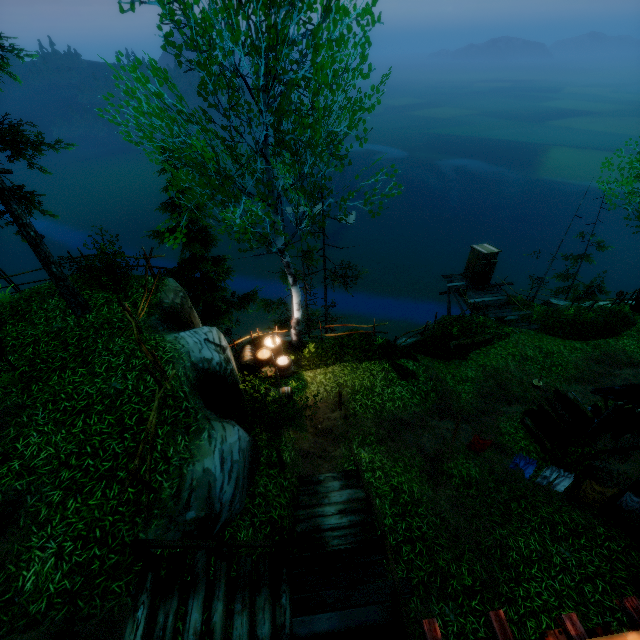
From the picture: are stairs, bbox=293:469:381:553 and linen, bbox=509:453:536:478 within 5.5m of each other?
yes

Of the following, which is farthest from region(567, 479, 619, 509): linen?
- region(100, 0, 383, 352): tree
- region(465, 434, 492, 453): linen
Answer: region(100, 0, 383, 352): tree

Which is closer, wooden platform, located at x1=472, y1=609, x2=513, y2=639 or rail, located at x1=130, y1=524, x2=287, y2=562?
wooden platform, located at x1=472, y1=609, x2=513, y2=639

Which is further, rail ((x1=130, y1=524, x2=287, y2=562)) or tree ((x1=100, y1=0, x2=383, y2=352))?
tree ((x1=100, y1=0, x2=383, y2=352))

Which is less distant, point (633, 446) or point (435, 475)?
point (633, 446)

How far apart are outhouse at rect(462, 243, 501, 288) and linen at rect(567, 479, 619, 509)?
14.0m

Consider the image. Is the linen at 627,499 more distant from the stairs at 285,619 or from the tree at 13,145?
the tree at 13,145

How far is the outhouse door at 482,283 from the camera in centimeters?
1986cm
